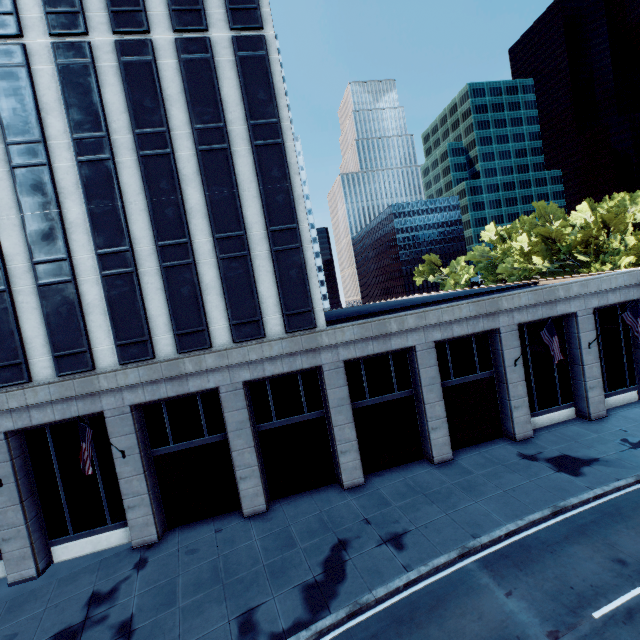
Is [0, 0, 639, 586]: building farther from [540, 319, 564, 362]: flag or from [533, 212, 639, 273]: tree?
[533, 212, 639, 273]: tree

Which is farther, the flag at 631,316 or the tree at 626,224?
the tree at 626,224

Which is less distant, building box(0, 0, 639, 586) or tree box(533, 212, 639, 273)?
building box(0, 0, 639, 586)

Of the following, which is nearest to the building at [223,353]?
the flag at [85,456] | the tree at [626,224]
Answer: the flag at [85,456]

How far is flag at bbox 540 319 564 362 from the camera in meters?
17.8

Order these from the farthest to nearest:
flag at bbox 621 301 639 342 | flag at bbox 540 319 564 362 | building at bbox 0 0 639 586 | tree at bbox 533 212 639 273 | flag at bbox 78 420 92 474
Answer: tree at bbox 533 212 639 273 < flag at bbox 621 301 639 342 < flag at bbox 540 319 564 362 < building at bbox 0 0 639 586 < flag at bbox 78 420 92 474

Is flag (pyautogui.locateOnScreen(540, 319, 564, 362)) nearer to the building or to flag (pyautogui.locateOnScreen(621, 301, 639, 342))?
the building

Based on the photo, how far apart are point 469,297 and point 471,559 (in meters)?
22.35
